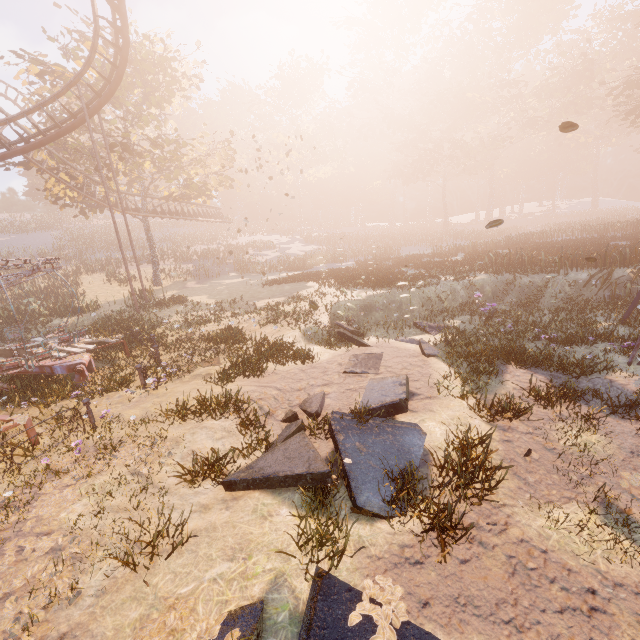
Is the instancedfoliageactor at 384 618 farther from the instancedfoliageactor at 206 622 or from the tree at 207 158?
the tree at 207 158

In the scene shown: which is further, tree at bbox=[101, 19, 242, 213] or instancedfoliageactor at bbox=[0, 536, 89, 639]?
tree at bbox=[101, 19, 242, 213]

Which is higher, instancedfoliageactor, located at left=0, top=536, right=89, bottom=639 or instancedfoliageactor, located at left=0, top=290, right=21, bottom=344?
instancedfoliageactor, located at left=0, top=290, right=21, bottom=344

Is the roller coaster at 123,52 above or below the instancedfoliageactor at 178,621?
above

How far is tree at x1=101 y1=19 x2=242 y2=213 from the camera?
23.9 meters

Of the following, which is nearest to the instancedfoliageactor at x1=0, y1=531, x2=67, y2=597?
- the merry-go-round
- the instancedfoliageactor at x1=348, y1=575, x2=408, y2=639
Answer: the merry-go-round

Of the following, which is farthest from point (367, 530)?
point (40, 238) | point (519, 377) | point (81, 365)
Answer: point (40, 238)

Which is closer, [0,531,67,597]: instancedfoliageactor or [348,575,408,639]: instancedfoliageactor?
[348,575,408,639]: instancedfoliageactor
